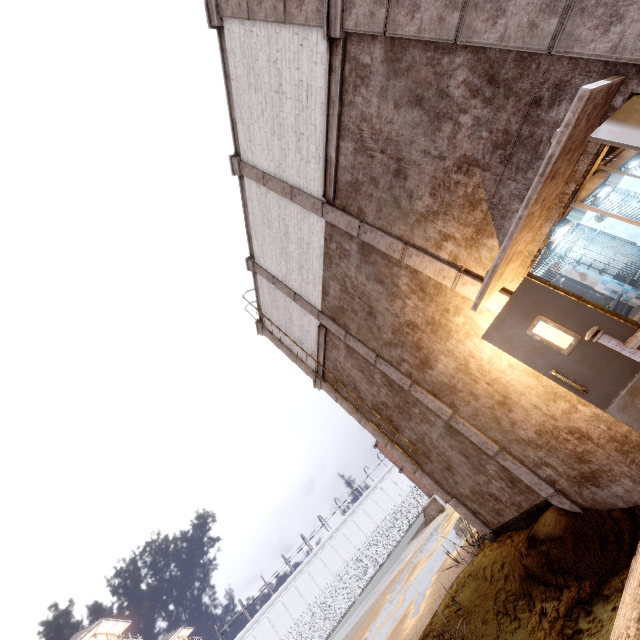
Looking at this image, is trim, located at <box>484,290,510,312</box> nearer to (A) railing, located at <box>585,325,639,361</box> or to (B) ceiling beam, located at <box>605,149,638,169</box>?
(A) railing, located at <box>585,325,639,361</box>

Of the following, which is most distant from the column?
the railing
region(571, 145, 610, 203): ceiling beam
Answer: the railing

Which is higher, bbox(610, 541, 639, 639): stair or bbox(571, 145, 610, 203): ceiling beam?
bbox(571, 145, 610, 203): ceiling beam

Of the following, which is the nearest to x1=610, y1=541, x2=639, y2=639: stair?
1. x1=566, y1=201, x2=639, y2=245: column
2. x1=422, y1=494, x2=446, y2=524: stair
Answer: x1=566, y1=201, x2=639, y2=245: column

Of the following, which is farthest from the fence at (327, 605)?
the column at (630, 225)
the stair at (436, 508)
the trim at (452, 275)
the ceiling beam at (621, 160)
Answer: the stair at (436, 508)

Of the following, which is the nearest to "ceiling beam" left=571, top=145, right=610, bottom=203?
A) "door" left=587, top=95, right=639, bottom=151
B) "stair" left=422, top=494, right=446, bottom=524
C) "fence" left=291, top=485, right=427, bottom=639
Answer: "door" left=587, top=95, right=639, bottom=151

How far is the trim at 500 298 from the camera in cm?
453

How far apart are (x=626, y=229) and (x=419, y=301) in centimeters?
480cm
